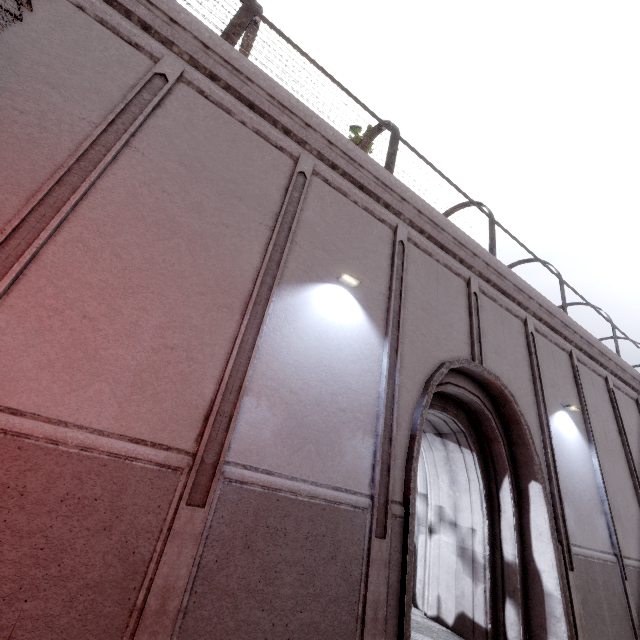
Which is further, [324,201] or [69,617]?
[324,201]
